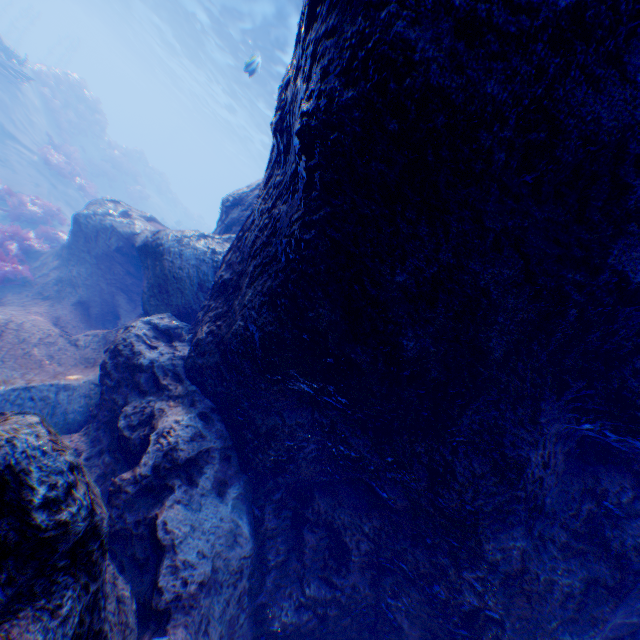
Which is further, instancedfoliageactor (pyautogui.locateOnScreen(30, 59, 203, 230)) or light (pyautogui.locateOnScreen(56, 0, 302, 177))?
light (pyautogui.locateOnScreen(56, 0, 302, 177))

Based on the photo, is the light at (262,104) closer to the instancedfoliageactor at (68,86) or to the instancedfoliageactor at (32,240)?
the instancedfoliageactor at (32,240)

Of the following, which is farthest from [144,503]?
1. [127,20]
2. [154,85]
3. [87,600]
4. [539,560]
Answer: [154,85]

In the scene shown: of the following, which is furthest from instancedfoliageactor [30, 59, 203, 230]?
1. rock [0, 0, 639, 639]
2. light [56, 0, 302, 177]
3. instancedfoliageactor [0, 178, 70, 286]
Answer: instancedfoliageactor [0, 178, 70, 286]

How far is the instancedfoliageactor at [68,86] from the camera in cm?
1582

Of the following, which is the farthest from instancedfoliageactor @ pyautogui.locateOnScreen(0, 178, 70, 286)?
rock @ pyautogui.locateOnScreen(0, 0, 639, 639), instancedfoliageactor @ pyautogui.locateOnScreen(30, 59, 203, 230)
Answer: instancedfoliageactor @ pyautogui.locateOnScreen(30, 59, 203, 230)

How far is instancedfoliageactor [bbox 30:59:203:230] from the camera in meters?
15.8 m

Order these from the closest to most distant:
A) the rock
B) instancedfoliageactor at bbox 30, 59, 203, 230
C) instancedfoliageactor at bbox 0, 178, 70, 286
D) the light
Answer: the rock, instancedfoliageactor at bbox 0, 178, 70, 286, instancedfoliageactor at bbox 30, 59, 203, 230, the light
